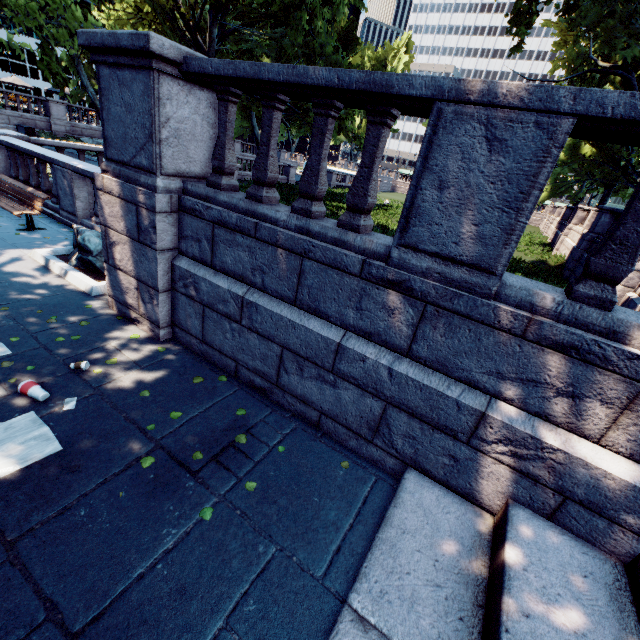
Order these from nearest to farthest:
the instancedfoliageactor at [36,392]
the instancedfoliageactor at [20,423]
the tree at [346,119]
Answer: the instancedfoliageactor at [20,423], the instancedfoliageactor at [36,392], the tree at [346,119]

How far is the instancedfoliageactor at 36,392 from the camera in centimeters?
359cm

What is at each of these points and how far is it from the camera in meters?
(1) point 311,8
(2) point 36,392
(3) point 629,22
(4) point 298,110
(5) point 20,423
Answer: (1) tree, 11.8
(2) instancedfoliageactor, 3.6
(3) tree, 11.4
(4) tree, 16.6
(5) instancedfoliageactor, 3.3

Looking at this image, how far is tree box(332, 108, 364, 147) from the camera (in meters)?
15.28

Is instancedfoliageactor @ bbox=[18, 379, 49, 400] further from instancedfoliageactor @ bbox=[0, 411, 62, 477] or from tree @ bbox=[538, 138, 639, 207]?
tree @ bbox=[538, 138, 639, 207]

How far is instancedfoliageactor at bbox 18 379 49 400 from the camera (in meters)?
3.59
